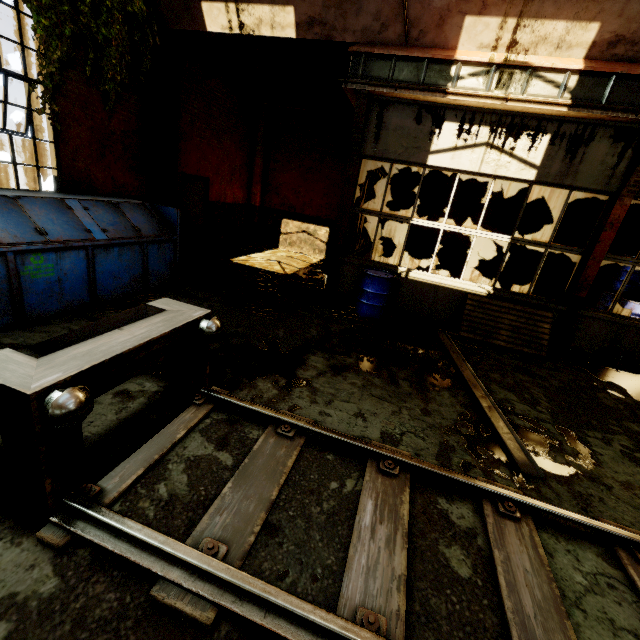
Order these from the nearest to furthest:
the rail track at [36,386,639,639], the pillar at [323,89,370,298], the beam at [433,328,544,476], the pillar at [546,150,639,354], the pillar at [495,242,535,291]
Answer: the rail track at [36,386,639,639], the beam at [433,328,544,476], the pillar at [546,150,639,354], the pillar at [323,89,370,298], the pillar at [495,242,535,291]

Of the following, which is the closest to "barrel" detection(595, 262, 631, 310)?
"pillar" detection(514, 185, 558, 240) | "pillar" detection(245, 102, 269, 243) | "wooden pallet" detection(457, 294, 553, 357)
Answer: "pillar" detection(514, 185, 558, 240)

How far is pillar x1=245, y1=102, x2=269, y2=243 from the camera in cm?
1164

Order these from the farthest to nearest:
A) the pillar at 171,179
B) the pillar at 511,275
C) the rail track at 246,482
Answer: the pillar at 511,275, the pillar at 171,179, the rail track at 246,482

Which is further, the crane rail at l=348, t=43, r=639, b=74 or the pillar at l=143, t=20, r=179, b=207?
the pillar at l=143, t=20, r=179, b=207

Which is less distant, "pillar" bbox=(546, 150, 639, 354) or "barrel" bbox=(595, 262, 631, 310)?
"pillar" bbox=(546, 150, 639, 354)

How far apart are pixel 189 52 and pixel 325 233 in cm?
658

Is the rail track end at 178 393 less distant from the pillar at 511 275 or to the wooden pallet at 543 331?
the wooden pallet at 543 331
